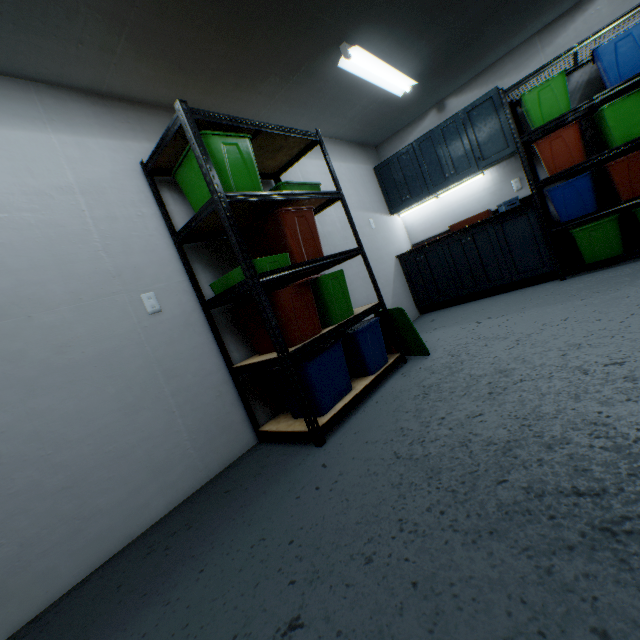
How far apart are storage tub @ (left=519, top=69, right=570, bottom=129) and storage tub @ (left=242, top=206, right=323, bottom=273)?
2.6m

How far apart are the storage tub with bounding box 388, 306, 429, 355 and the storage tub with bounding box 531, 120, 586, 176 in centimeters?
201cm

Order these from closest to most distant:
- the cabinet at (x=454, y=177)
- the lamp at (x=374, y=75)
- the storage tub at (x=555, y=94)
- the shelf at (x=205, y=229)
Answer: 1. the shelf at (x=205, y=229)
2. the lamp at (x=374, y=75)
3. the storage tub at (x=555, y=94)
4. the cabinet at (x=454, y=177)

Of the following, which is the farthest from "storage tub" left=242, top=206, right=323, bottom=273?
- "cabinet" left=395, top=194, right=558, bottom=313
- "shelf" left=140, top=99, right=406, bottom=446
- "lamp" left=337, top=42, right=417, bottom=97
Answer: "cabinet" left=395, top=194, right=558, bottom=313

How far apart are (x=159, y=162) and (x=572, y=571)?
2.6m

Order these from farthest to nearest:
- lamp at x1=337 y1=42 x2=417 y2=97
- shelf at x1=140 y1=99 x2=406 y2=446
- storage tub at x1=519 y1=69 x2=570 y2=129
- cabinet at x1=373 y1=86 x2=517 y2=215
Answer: cabinet at x1=373 y1=86 x2=517 y2=215, storage tub at x1=519 y1=69 x2=570 y2=129, lamp at x1=337 y1=42 x2=417 y2=97, shelf at x1=140 y1=99 x2=406 y2=446

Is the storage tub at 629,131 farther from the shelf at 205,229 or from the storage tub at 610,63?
the shelf at 205,229

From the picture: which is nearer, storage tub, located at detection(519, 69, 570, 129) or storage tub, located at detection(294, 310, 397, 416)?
storage tub, located at detection(294, 310, 397, 416)
